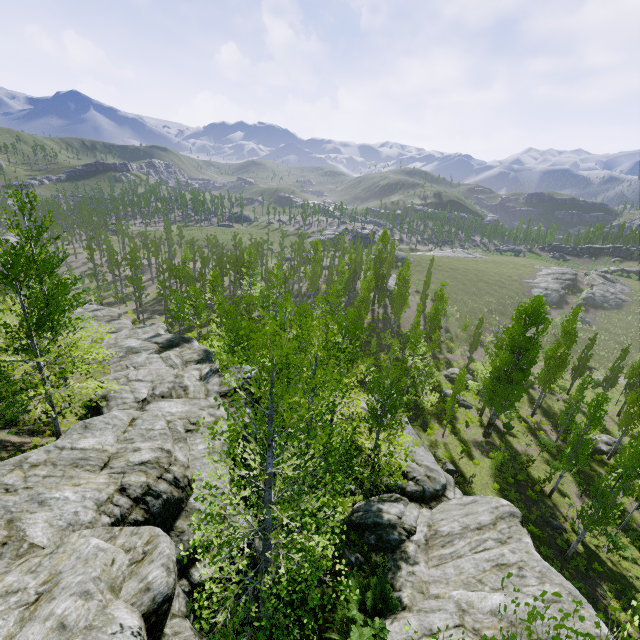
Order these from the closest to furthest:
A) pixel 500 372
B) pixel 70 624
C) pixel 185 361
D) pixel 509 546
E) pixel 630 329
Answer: pixel 70 624 → pixel 509 546 → pixel 185 361 → pixel 500 372 → pixel 630 329

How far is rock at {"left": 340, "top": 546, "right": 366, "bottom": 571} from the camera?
13.7m

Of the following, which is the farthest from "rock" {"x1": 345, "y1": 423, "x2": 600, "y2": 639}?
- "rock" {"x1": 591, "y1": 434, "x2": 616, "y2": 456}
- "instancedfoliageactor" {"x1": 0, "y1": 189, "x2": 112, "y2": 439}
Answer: "rock" {"x1": 591, "y1": 434, "x2": 616, "y2": 456}

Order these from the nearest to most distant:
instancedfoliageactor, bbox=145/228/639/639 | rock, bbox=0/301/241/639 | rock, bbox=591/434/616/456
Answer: rock, bbox=0/301/241/639, instancedfoliageactor, bbox=145/228/639/639, rock, bbox=591/434/616/456

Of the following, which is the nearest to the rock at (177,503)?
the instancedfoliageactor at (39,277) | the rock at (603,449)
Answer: the instancedfoliageactor at (39,277)

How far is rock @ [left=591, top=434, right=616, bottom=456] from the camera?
29.42m

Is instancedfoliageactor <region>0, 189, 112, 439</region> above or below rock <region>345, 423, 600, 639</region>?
above
